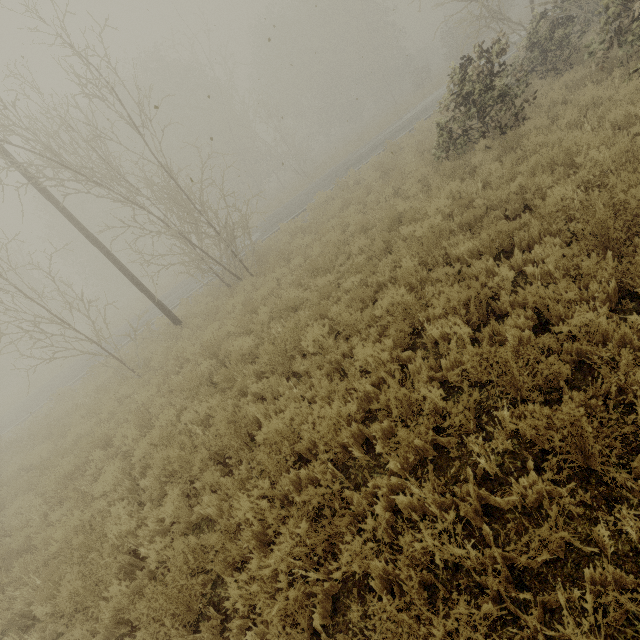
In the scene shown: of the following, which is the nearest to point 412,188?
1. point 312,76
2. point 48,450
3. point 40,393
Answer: point 48,450
